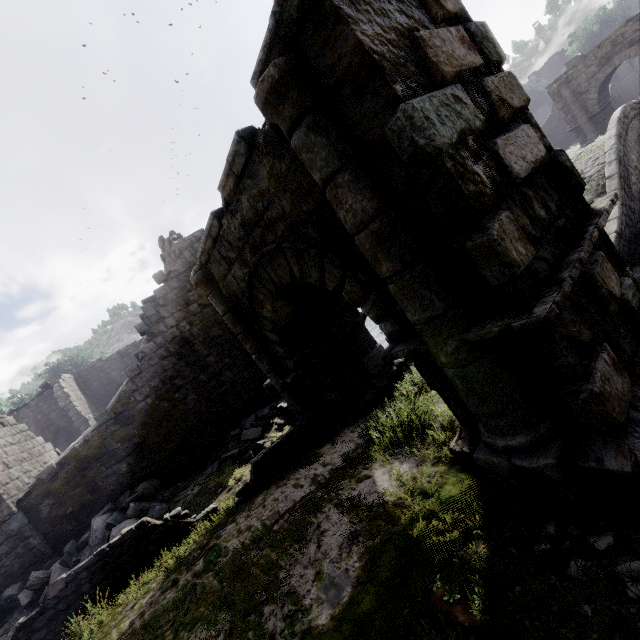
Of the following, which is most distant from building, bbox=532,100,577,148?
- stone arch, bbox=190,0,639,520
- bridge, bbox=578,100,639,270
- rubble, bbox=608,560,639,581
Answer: bridge, bbox=578,100,639,270

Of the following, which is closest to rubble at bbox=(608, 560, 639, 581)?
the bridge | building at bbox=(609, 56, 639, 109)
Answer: building at bbox=(609, 56, 639, 109)

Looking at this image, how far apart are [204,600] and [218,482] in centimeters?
489cm

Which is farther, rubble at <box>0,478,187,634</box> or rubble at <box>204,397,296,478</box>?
rubble at <box>204,397,296,478</box>

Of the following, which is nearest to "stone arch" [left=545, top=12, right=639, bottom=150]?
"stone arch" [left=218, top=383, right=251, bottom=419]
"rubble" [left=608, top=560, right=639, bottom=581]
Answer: "rubble" [left=608, top=560, right=639, bottom=581]

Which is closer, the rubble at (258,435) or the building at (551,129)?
the rubble at (258,435)

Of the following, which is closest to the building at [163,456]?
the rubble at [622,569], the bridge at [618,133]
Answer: the rubble at [622,569]

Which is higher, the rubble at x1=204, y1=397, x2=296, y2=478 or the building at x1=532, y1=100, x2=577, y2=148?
the building at x1=532, y1=100, x2=577, y2=148
